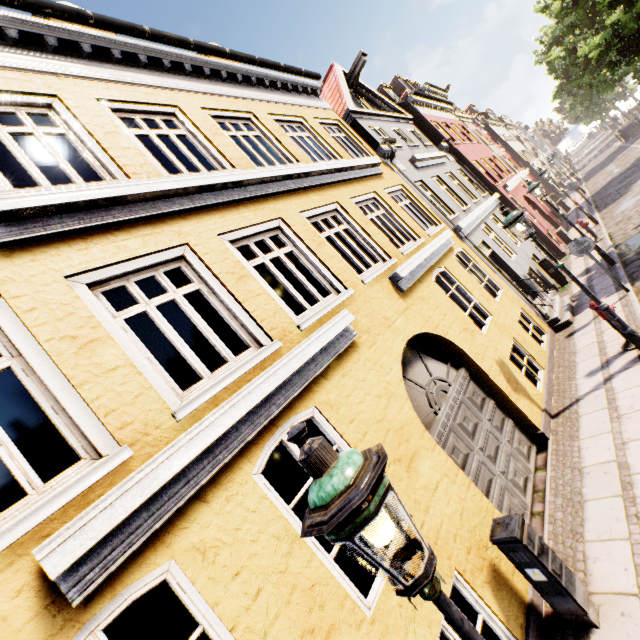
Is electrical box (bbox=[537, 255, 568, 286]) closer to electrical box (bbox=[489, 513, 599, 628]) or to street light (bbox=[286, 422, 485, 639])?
electrical box (bbox=[489, 513, 599, 628])

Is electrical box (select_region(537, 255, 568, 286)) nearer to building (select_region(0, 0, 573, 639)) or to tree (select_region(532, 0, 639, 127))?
building (select_region(0, 0, 573, 639))

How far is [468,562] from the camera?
3.9m

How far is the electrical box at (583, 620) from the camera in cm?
350

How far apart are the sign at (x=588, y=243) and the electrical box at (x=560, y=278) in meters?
3.8 m

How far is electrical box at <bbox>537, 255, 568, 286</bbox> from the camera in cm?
1223

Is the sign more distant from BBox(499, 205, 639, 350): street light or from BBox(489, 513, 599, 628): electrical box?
BBox(489, 513, 599, 628): electrical box

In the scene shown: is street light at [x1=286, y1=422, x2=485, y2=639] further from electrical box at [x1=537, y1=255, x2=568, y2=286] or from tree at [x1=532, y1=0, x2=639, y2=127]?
electrical box at [x1=537, y1=255, x2=568, y2=286]
